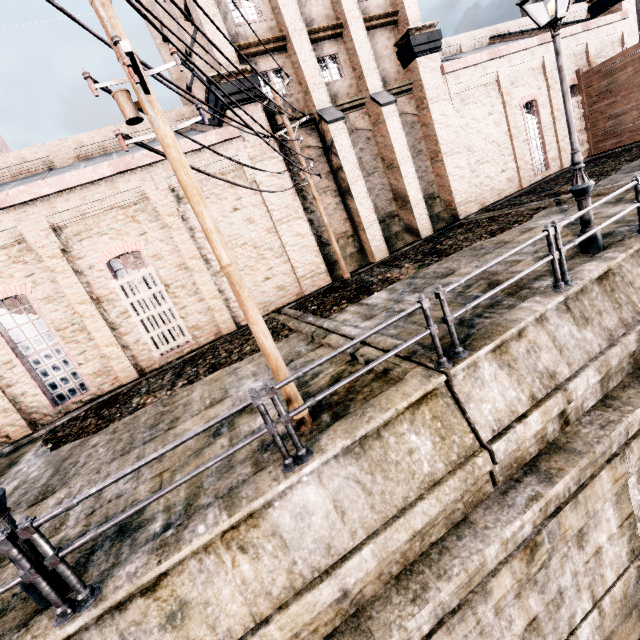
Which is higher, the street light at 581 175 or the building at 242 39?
the building at 242 39

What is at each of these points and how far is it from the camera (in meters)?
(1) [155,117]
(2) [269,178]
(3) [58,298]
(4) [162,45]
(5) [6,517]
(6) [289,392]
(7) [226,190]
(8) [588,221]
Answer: (1) electric pole, 4.16
(2) building, 14.98
(3) building, 12.63
(4) building, 21.78
(5) street light, 3.99
(6) electric pole, 5.29
(7) building, 14.47
(8) street light, 7.43

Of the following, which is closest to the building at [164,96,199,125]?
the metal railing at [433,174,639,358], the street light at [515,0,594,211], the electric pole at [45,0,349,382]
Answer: the electric pole at [45,0,349,382]

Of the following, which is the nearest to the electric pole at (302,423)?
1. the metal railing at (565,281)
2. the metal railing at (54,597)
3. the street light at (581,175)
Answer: the metal railing at (54,597)

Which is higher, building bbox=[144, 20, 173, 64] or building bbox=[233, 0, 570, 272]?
building bbox=[144, 20, 173, 64]

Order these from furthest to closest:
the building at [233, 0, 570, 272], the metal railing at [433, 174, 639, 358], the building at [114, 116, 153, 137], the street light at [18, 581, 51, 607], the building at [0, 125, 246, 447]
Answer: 1. the building at [114, 116, 153, 137]
2. the building at [233, 0, 570, 272]
3. the building at [0, 125, 246, 447]
4. the metal railing at [433, 174, 639, 358]
5. the street light at [18, 581, 51, 607]

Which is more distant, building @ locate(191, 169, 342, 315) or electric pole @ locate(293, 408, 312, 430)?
building @ locate(191, 169, 342, 315)

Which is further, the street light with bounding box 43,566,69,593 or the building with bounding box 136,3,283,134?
the building with bounding box 136,3,283,134
